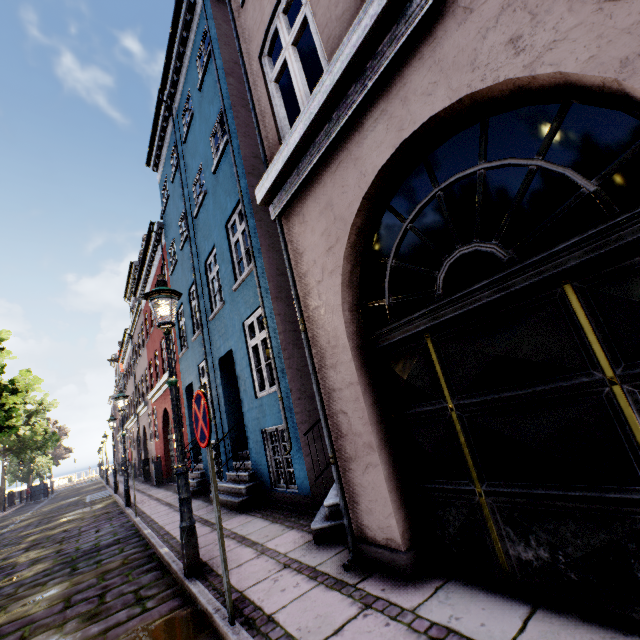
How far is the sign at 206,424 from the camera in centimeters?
288cm

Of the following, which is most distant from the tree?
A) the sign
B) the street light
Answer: the sign

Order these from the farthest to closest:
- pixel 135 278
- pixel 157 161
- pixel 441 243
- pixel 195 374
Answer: pixel 135 278 → pixel 157 161 → pixel 195 374 → pixel 441 243

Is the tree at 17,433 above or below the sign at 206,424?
above

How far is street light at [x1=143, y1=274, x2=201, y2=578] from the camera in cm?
384

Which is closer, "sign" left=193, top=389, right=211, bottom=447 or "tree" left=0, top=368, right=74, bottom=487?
"sign" left=193, top=389, right=211, bottom=447

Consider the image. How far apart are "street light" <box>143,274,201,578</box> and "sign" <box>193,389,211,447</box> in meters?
1.2 m

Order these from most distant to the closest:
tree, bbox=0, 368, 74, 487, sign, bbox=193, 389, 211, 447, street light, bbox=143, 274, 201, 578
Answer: tree, bbox=0, 368, 74, 487 < street light, bbox=143, 274, 201, 578 < sign, bbox=193, 389, 211, 447
